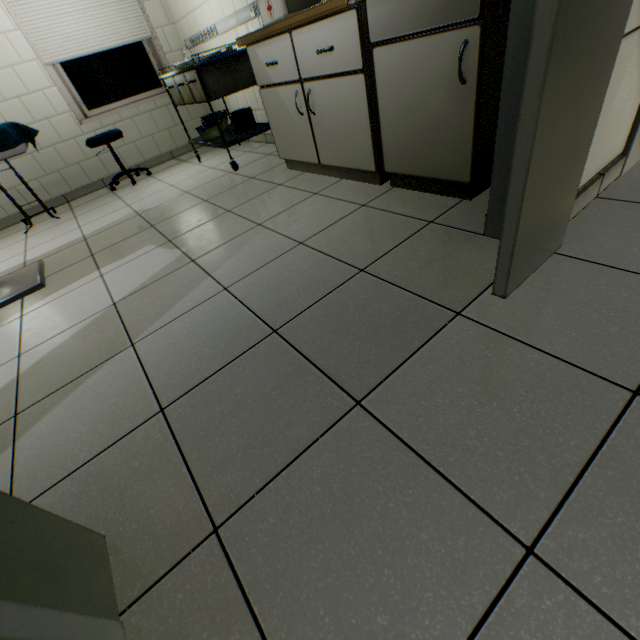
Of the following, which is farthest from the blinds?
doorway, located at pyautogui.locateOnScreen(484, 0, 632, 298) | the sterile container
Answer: doorway, located at pyautogui.locateOnScreen(484, 0, 632, 298)

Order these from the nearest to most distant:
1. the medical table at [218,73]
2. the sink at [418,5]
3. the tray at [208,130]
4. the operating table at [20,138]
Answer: the sink at [418,5]
the operating table at [20,138]
the medical table at [218,73]
the tray at [208,130]

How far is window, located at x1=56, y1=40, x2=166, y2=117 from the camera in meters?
3.9

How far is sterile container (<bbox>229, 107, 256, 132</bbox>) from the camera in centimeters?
329cm

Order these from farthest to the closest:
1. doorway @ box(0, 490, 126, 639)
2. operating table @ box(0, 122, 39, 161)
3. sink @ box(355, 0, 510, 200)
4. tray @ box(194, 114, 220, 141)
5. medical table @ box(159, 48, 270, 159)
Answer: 1. tray @ box(194, 114, 220, 141)
2. medical table @ box(159, 48, 270, 159)
3. operating table @ box(0, 122, 39, 161)
4. sink @ box(355, 0, 510, 200)
5. doorway @ box(0, 490, 126, 639)

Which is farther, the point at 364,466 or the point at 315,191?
the point at 315,191

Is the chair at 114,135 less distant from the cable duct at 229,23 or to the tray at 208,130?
the tray at 208,130

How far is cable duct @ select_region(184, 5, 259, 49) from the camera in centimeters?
293cm
